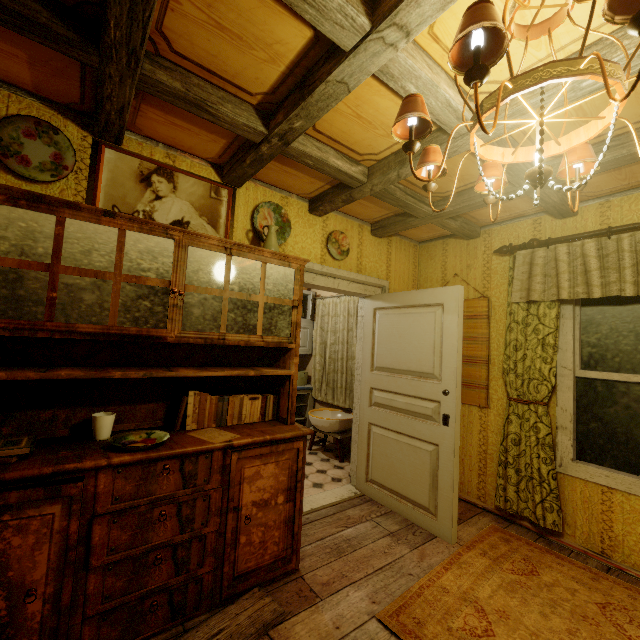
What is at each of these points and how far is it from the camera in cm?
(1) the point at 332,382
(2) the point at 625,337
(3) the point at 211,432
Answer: (1) curtain, 506
(2) window, 255
(3) paper, 206

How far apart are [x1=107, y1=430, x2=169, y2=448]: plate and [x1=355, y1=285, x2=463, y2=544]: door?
2.1 meters

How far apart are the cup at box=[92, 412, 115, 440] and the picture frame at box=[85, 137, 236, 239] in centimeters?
116cm

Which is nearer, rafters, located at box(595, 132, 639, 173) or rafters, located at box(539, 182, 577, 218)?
rafters, located at box(595, 132, 639, 173)

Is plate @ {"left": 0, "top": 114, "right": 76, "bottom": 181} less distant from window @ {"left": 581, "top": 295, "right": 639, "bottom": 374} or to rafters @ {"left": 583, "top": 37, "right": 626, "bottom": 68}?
rafters @ {"left": 583, "top": 37, "right": 626, "bottom": 68}

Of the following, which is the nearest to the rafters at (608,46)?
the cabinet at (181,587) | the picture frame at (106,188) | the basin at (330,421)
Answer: the picture frame at (106,188)

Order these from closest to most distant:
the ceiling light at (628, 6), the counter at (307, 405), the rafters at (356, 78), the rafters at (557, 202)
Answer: the ceiling light at (628, 6)
the rafters at (356, 78)
the rafters at (557, 202)
the counter at (307, 405)

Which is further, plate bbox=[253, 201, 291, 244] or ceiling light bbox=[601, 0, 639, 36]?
plate bbox=[253, 201, 291, 244]
